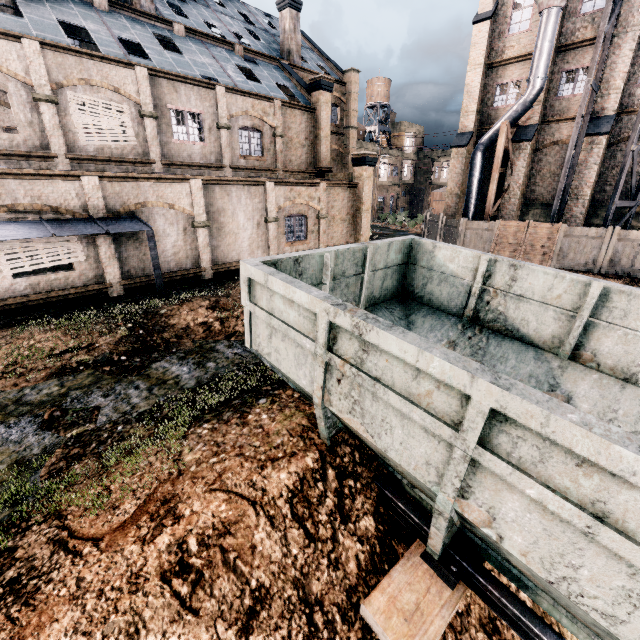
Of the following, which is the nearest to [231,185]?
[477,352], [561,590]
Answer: [477,352]

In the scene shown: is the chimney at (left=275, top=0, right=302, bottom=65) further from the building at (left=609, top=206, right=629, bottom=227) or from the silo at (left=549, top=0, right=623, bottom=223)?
the silo at (left=549, top=0, right=623, bottom=223)

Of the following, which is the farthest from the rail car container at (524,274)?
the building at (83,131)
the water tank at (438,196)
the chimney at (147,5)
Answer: the water tank at (438,196)

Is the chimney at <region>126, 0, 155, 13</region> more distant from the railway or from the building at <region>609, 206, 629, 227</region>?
the railway

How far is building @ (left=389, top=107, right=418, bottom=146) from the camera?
57.88m

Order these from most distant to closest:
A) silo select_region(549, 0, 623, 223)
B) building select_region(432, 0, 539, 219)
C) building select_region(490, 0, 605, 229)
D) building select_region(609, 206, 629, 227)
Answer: building select_region(432, 0, 539, 219) < building select_region(609, 206, 629, 227) < building select_region(490, 0, 605, 229) < silo select_region(549, 0, 623, 223)

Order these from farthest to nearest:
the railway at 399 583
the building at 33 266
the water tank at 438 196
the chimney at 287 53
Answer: the water tank at 438 196
the chimney at 287 53
the building at 33 266
the railway at 399 583
